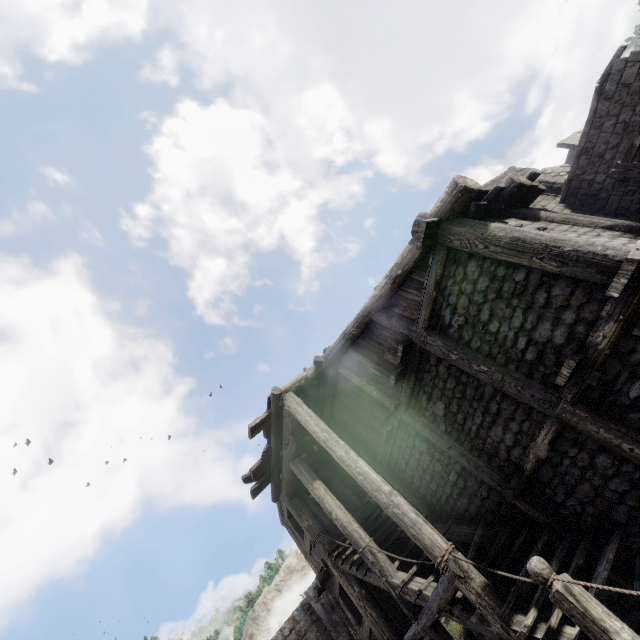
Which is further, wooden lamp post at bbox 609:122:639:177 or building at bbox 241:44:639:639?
wooden lamp post at bbox 609:122:639:177

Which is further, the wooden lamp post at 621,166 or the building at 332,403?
the wooden lamp post at 621,166

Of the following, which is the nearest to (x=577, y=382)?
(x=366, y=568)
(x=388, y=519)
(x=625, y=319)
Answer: (x=625, y=319)
